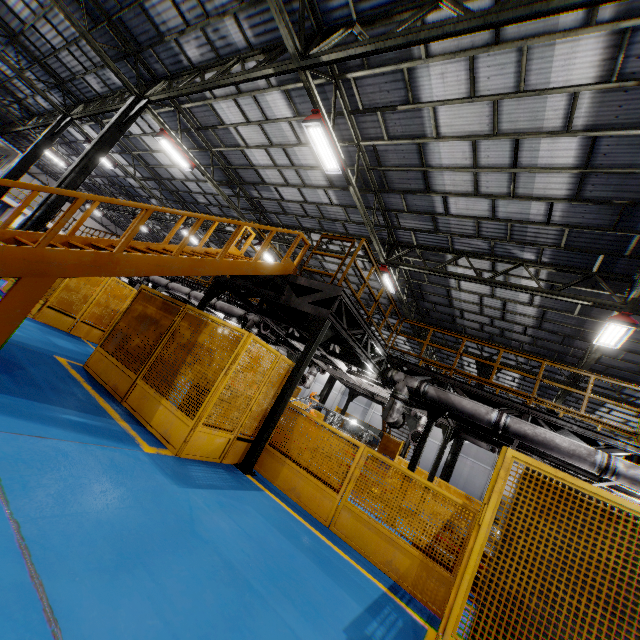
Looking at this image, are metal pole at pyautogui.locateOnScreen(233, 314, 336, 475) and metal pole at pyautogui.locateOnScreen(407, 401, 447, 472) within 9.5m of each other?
yes

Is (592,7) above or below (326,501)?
above

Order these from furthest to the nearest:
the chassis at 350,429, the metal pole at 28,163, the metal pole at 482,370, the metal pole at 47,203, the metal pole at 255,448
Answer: the metal pole at 482,370
the metal pole at 28,163
the chassis at 350,429
the metal pole at 47,203
the metal pole at 255,448

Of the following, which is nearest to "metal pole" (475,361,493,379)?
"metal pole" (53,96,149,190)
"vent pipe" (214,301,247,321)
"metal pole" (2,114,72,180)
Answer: "vent pipe" (214,301,247,321)

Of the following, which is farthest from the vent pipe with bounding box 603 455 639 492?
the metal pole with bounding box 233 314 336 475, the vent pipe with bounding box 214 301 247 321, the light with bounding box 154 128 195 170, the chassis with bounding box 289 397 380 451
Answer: the light with bounding box 154 128 195 170

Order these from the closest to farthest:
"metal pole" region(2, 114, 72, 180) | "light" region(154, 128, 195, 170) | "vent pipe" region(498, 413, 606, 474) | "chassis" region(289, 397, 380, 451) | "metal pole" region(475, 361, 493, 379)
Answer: "vent pipe" region(498, 413, 606, 474) < "chassis" region(289, 397, 380, 451) < "light" region(154, 128, 195, 170) < "metal pole" region(2, 114, 72, 180) < "metal pole" region(475, 361, 493, 379)

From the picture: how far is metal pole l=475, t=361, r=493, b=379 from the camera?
16.55m

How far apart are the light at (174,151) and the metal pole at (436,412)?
12.58m
